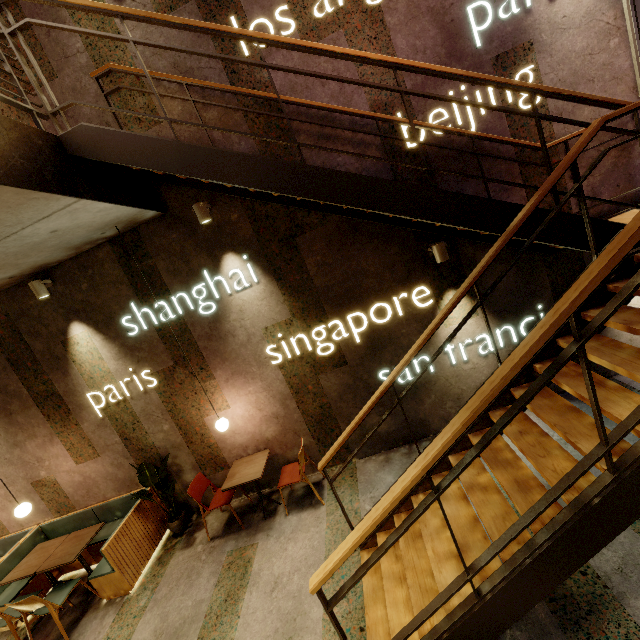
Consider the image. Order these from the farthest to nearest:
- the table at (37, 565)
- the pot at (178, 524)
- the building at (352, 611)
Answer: the pot at (178, 524) → the table at (37, 565) → the building at (352, 611)

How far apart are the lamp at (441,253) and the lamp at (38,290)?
5.39m

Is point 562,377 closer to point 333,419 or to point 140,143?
point 333,419

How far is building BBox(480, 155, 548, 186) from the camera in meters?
4.1 m

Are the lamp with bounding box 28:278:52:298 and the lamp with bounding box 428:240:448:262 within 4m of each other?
no

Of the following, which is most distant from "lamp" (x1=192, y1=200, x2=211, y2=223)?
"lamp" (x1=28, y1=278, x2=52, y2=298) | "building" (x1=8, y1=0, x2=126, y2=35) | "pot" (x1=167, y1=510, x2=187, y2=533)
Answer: "pot" (x1=167, y1=510, x2=187, y2=533)

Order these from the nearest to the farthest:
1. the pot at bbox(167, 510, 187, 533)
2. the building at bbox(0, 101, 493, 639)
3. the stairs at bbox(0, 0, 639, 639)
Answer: the stairs at bbox(0, 0, 639, 639), the building at bbox(0, 101, 493, 639), the pot at bbox(167, 510, 187, 533)
